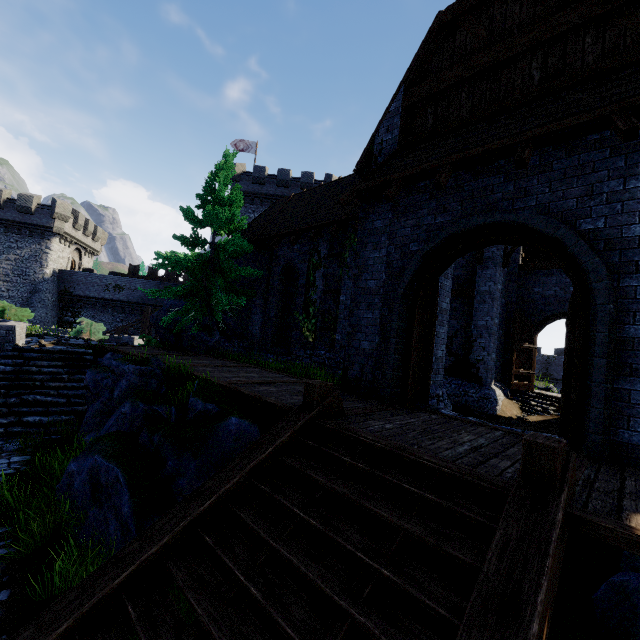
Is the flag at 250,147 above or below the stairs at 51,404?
above

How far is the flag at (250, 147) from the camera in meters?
35.6 m

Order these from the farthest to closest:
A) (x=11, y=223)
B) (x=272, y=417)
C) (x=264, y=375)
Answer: (x=11, y=223)
(x=264, y=375)
(x=272, y=417)

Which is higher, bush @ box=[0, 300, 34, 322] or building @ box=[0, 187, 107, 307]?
building @ box=[0, 187, 107, 307]

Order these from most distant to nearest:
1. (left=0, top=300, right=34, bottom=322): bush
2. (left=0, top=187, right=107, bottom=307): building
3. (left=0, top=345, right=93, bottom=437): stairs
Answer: (left=0, top=187, right=107, bottom=307): building
(left=0, top=300, right=34, bottom=322): bush
(left=0, top=345, right=93, bottom=437): stairs

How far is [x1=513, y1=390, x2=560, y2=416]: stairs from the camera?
13.55m

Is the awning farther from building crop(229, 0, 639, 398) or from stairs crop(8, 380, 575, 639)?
stairs crop(8, 380, 575, 639)

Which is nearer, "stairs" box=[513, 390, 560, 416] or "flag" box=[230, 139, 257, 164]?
"stairs" box=[513, 390, 560, 416]
